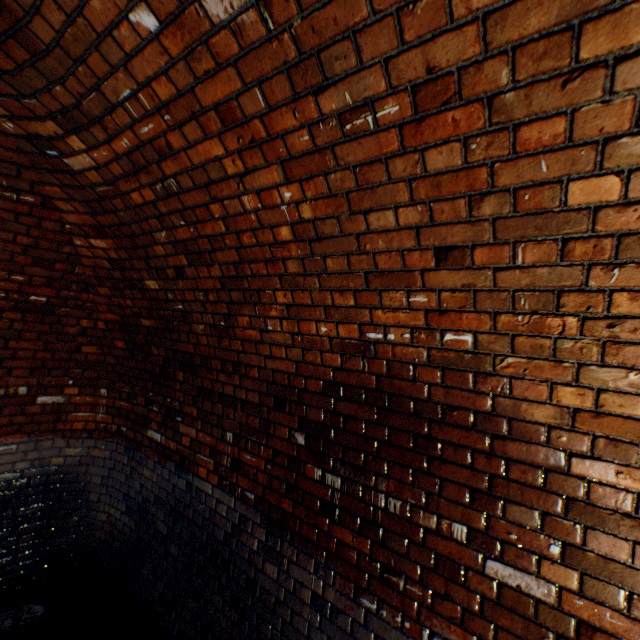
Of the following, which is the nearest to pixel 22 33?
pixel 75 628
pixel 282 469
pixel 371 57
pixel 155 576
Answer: pixel 371 57
